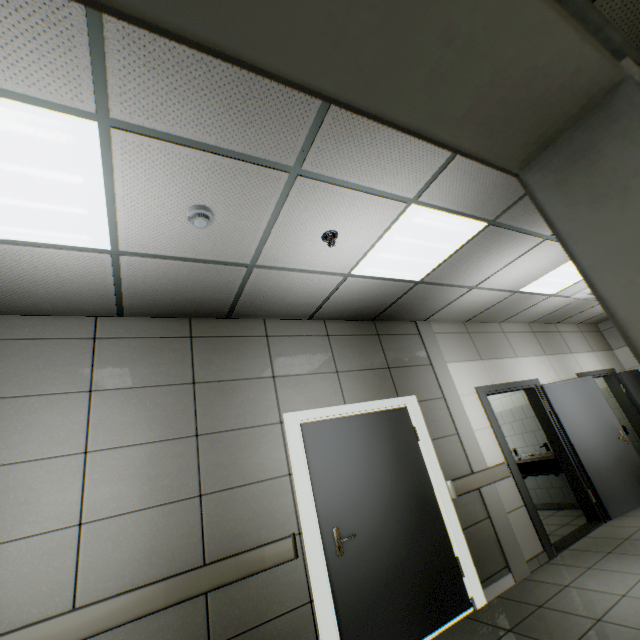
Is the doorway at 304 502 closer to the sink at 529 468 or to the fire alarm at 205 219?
the fire alarm at 205 219

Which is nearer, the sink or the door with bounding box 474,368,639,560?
the door with bounding box 474,368,639,560

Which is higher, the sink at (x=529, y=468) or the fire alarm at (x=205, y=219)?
the fire alarm at (x=205, y=219)

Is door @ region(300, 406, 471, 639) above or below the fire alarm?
below

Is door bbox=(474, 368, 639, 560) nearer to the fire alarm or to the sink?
the sink

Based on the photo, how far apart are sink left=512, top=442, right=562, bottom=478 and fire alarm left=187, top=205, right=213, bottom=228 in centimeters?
651cm

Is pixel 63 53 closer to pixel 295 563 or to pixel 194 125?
pixel 194 125

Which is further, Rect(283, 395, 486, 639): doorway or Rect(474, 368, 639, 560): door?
Rect(474, 368, 639, 560): door
